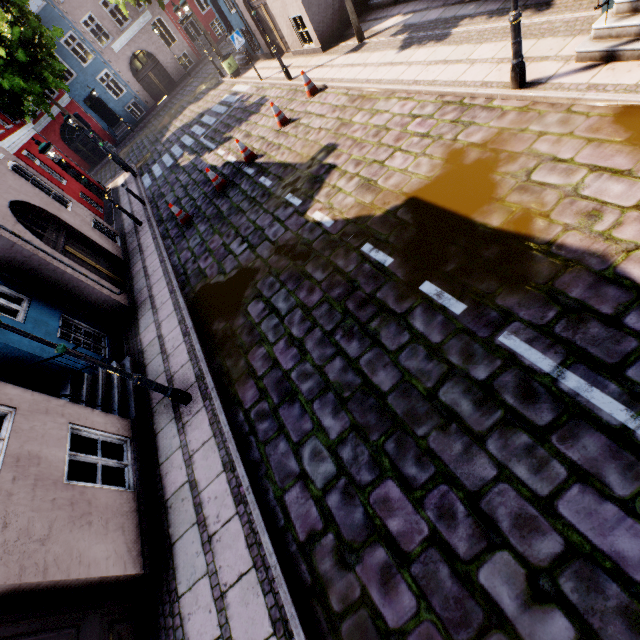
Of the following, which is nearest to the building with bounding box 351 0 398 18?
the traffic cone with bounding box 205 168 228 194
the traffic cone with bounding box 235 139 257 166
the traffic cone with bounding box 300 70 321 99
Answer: the traffic cone with bounding box 300 70 321 99

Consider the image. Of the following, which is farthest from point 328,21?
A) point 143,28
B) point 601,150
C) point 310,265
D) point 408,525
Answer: point 143,28

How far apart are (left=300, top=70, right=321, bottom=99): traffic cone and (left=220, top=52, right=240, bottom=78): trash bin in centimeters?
955cm

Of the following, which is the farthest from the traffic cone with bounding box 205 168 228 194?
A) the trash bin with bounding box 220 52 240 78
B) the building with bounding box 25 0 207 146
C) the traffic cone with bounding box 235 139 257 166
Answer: the trash bin with bounding box 220 52 240 78

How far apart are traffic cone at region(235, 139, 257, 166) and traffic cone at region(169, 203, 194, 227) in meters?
2.4

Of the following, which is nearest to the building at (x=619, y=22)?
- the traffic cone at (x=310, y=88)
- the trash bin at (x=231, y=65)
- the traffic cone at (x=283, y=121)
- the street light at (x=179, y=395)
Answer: the trash bin at (x=231, y=65)

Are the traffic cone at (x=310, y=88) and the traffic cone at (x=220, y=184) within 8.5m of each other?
yes

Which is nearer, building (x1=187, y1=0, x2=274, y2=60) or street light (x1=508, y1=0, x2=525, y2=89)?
street light (x1=508, y1=0, x2=525, y2=89)
